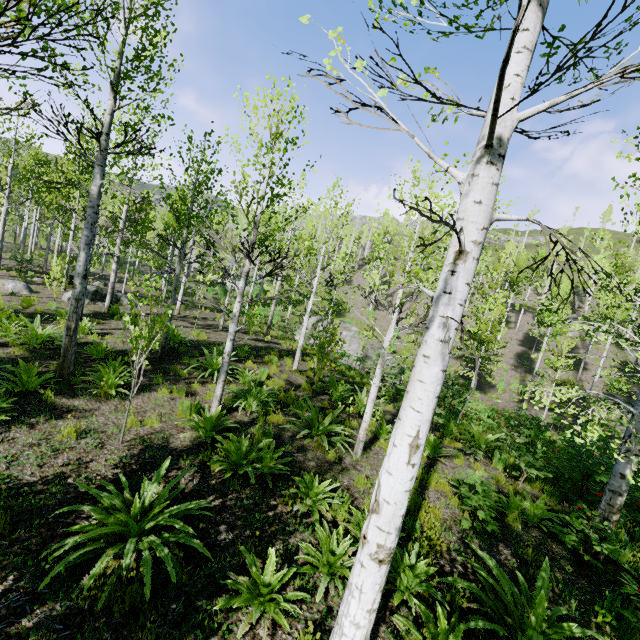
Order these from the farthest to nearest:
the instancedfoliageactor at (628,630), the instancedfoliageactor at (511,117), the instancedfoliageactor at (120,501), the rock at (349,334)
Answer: the rock at (349,334), the instancedfoliageactor at (628,630), the instancedfoliageactor at (120,501), the instancedfoliageactor at (511,117)

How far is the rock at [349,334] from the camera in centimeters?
2333cm

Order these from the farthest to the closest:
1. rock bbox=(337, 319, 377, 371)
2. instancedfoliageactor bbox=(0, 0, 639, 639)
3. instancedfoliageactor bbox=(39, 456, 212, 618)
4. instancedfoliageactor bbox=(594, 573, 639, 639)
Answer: rock bbox=(337, 319, 377, 371), instancedfoliageactor bbox=(594, 573, 639, 639), instancedfoliageactor bbox=(39, 456, 212, 618), instancedfoliageactor bbox=(0, 0, 639, 639)

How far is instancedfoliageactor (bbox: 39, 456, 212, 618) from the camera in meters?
3.2

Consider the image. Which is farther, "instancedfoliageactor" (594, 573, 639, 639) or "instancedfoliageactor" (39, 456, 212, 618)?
"instancedfoliageactor" (594, 573, 639, 639)

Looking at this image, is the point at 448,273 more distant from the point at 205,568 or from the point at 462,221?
the point at 205,568

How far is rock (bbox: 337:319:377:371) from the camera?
23.3m
